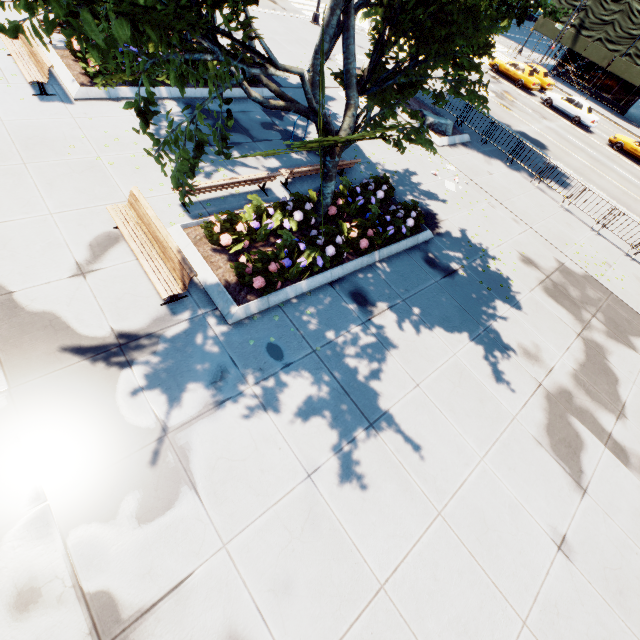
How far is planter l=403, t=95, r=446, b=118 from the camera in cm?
1788

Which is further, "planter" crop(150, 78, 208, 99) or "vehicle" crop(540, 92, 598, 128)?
"vehicle" crop(540, 92, 598, 128)

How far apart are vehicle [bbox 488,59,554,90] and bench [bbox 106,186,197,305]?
37.11m

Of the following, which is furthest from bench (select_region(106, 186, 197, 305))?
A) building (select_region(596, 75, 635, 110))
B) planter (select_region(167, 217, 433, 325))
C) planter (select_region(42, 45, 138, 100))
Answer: building (select_region(596, 75, 635, 110))

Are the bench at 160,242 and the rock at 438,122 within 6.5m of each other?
no

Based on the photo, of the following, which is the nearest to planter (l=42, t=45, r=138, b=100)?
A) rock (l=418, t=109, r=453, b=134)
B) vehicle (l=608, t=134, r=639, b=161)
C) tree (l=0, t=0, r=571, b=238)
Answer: tree (l=0, t=0, r=571, b=238)

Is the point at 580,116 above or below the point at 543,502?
above

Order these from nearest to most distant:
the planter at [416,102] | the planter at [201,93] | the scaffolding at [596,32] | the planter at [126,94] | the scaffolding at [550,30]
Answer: the planter at [126,94]
the planter at [201,93]
the planter at [416,102]
the scaffolding at [596,32]
the scaffolding at [550,30]
